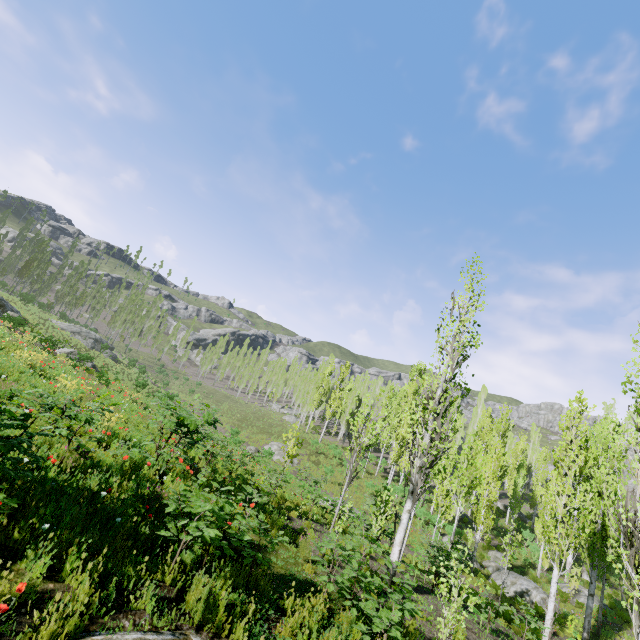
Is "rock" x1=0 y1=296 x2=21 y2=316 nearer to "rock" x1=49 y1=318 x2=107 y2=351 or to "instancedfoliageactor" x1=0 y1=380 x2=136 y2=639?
"rock" x1=49 y1=318 x2=107 y2=351

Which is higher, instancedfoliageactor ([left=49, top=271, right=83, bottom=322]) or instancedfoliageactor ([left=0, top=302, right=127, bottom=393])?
instancedfoliageactor ([left=49, top=271, right=83, bottom=322])

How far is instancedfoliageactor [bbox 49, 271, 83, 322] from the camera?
51.5m

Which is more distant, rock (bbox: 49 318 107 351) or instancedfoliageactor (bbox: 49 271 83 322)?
instancedfoliageactor (bbox: 49 271 83 322)

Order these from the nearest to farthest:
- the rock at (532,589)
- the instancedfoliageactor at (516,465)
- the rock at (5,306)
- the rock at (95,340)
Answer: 1. the instancedfoliageactor at (516,465)
2. the rock at (532,589)
3. the rock at (5,306)
4. the rock at (95,340)

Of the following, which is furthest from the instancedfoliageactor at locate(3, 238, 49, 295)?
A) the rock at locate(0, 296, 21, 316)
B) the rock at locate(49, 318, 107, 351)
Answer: the rock at locate(0, 296, 21, 316)

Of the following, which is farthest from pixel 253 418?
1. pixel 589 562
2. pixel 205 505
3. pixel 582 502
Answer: pixel 205 505

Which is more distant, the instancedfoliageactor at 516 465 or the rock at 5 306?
the rock at 5 306
